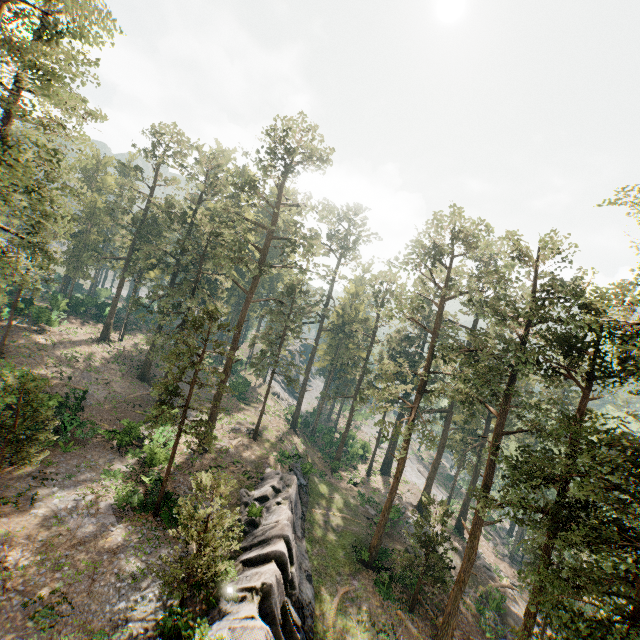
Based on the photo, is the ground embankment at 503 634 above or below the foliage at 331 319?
below

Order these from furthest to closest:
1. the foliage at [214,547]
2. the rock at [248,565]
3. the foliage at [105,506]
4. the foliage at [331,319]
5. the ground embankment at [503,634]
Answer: the ground embankment at [503,634], the foliage at [105,506], the foliage at [331,319], the rock at [248,565], the foliage at [214,547]

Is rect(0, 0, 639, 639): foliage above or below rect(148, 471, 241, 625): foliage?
above

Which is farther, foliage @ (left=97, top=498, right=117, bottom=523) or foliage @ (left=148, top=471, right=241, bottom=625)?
foliage @ (left=97, top=498, right=117, bottom=523)

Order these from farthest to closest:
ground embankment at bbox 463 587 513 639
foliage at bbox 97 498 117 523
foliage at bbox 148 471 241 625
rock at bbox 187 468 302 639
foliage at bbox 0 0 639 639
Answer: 1. ground embankment at bbox 463 587 513 639
2. foliage at bbox 97 498 117 523
3. foliage at bbox 0 0 639 639
4. rock at bbox 187 468 302 639
5. foliage at bbox 148 471 241 625

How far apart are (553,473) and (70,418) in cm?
3609

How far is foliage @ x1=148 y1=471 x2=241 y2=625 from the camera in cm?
1384

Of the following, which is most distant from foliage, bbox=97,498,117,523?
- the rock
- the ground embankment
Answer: the rock
